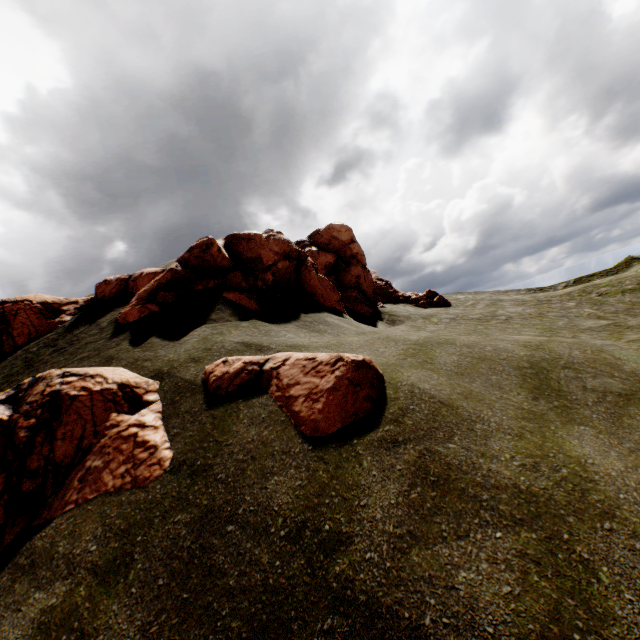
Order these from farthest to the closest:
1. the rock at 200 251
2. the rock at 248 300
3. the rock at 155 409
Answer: the rock at 200 251
the rock at 248 300
the rock at 155 409

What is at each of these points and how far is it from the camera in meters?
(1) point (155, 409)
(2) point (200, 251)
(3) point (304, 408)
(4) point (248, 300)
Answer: (1) rock, 8.5 m
(2) rock, 16.8 m
(3) rock, 7.2 m
(4) rock, 14.7 m

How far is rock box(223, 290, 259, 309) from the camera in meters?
14.5

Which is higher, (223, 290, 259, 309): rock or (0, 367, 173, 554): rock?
(223, 290, 259, 309): rock

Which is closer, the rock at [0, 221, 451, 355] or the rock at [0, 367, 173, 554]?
the rock at [0, 367, 173, 554]

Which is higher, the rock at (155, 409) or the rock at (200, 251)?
the rock at (200, 251)
